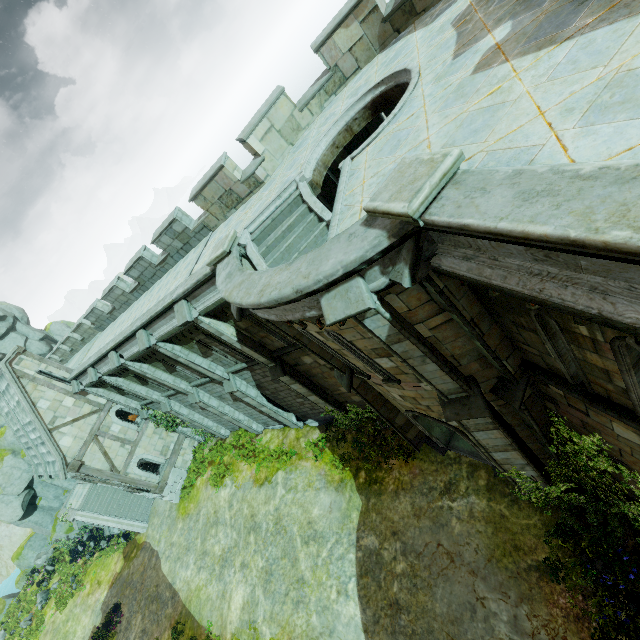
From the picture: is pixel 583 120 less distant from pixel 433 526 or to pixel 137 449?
pixel 433 526

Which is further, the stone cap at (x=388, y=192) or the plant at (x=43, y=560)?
the plant at (x=43, y=560)

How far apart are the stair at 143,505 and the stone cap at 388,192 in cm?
2969

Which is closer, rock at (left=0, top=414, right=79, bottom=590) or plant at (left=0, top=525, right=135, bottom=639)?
plant at (left=0, top=525, right=135, bottom=639)

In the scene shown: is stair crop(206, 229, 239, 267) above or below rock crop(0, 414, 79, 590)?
above

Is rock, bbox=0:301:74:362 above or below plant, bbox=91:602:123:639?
above

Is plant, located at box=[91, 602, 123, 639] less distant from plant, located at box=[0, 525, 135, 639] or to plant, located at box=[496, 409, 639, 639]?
plant, located at box=[0, 525, 135, 639]

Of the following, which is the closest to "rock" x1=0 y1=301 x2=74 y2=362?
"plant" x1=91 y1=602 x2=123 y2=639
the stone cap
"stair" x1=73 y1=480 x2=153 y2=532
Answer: "stair" x1=73 y1=480 x2=153 y2=532
